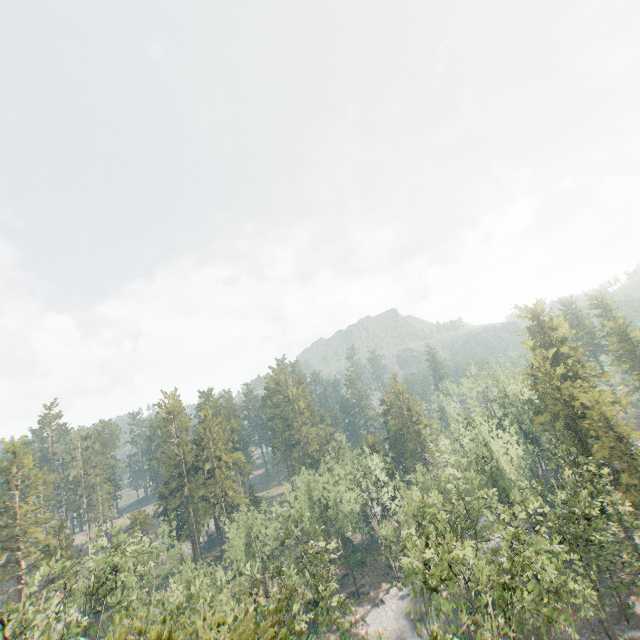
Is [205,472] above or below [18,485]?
below

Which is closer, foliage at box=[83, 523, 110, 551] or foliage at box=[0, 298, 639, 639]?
foliage at box=[0, 298, 639, 639]

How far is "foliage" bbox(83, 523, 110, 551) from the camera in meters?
30.6

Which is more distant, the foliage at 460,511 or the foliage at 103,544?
the foliage at 103,544

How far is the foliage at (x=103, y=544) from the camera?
30.6 meters
